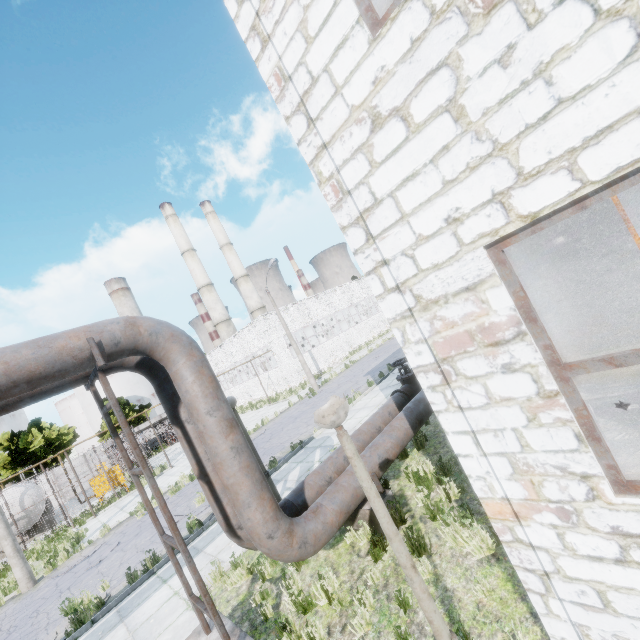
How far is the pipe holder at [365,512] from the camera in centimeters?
597cm

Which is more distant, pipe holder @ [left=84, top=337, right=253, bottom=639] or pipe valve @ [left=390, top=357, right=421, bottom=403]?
pipe valve @ [left=390, top=357, right=421, bottom=403]

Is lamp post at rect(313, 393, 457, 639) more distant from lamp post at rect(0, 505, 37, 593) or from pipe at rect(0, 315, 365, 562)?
lamp post at rect(0, 505, 37, 593)

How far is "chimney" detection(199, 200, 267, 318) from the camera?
54.09m

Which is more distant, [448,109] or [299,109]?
[299,109]

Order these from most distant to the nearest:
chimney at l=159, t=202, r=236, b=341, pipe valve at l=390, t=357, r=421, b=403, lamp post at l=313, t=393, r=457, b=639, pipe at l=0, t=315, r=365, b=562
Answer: chimney at l=159, t=202, r=236, b=341 → pipe valve at l=390, t=357, r=421, b=403 → pipe at l=0, t=315, r=365, b=562 → lamp post at l=313, t=393, r=457, b=639

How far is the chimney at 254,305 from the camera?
54.1 meters

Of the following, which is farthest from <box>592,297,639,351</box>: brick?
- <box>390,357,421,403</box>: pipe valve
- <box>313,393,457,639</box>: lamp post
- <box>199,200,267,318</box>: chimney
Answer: <box>199,200,267,318</box>: chimney
